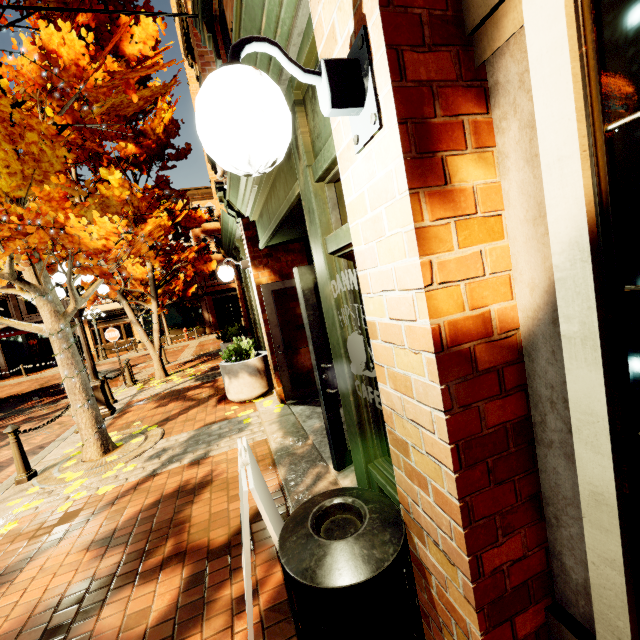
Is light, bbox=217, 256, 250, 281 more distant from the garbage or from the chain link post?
the garbage

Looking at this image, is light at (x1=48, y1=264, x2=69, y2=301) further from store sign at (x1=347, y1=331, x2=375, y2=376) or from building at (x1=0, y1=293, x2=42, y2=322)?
Result: building at (x1=0, y1=293, x2=42, y2=322)

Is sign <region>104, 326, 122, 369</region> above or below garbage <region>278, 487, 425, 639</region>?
above

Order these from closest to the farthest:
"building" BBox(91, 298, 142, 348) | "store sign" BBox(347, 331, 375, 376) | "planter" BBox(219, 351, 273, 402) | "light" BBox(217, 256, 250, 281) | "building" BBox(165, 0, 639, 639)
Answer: "building" BBox(165, 0, 639, 639) → "store sign" BBox(347, 331, 375, 376) → "light" BBox(217, 256, 250, 281) → "planter" BBox(219, 351, 273, 402) → "building" BBox(91, 298, 142, 348)

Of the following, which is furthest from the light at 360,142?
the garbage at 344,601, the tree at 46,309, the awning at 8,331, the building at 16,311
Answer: the awning at 8,331

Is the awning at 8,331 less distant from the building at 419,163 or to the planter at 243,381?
the building at 419,163

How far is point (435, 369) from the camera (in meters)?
1.10

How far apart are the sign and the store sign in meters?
10.9 m
